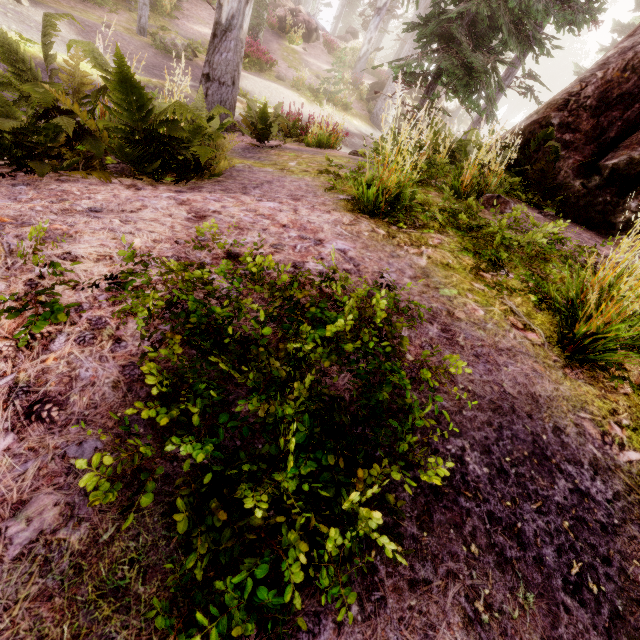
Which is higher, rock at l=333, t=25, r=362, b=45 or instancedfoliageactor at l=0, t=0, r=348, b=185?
rock at l=333, t=25, r=362, b=45

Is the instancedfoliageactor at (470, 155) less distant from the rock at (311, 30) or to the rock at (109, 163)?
the rock at (109, 163)

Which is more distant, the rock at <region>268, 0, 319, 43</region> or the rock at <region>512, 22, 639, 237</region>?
the rock at <region>268, 0, 319, 43</region>

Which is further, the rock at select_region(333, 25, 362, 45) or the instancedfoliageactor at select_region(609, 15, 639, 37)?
the rock at select_region(333, 25, 362, 45)

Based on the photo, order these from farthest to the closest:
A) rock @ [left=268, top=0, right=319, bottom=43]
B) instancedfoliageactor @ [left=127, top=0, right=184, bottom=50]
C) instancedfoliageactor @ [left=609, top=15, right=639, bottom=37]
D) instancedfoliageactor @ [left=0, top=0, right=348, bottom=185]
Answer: rock @ [left=268, top=0, right=319, bottom=43] < instancedfoliageactor @ [left=609, top=15, right=639, bottom=37] < instancedfoliageactor @ [left=127, top=0, right=184, bottom=50] < instancedfoliageactor @ [left=0, top=0, right=348, bottom=185]

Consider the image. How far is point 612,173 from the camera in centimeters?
506cm

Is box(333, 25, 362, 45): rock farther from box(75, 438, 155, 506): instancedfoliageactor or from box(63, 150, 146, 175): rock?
box(63, 150, 146, 175): rock
